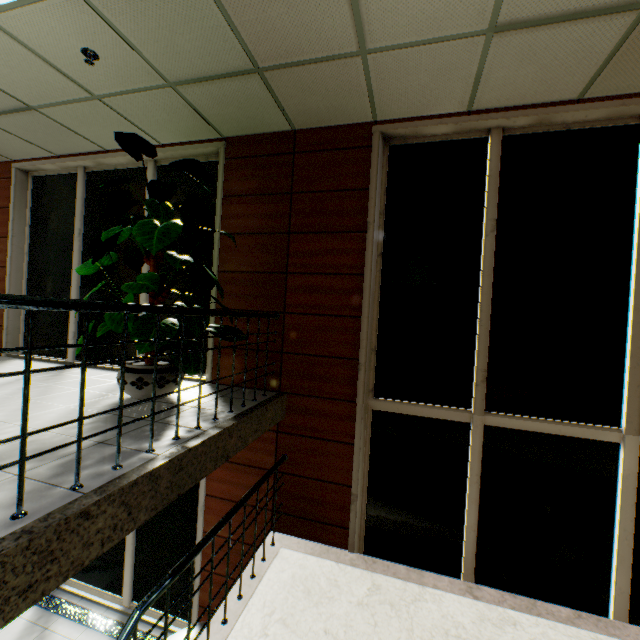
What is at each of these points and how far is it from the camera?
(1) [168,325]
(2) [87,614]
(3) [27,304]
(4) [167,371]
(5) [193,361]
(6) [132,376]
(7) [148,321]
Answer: (1) pills, 3.05m
(2) floor radiator, 4.61m
(3) stairs, 1.39m
(4) flower pot, 3.35m
(5) pills, 3.10m
(6) flower pot, 3.18m
(7) pills, 3.03m

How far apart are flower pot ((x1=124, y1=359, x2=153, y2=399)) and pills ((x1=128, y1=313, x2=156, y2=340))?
0.42m

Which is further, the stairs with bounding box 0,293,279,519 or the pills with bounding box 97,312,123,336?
the pills with bounding box 97,312,123,336

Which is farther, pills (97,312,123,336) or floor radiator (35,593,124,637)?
floor radiator (35,593,124,637)

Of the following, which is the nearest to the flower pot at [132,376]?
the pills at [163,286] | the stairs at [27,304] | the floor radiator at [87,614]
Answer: the pills at [163,286]

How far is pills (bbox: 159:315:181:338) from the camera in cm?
293

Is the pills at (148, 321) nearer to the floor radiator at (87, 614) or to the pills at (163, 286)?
the pills at (163, 286)

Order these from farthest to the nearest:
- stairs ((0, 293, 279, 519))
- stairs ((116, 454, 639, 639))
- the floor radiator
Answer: Answer:
1. the floor radiator
2. stairs ((116, 454, 639, 639))
3. stairs ((0, 293, 279, 519))
